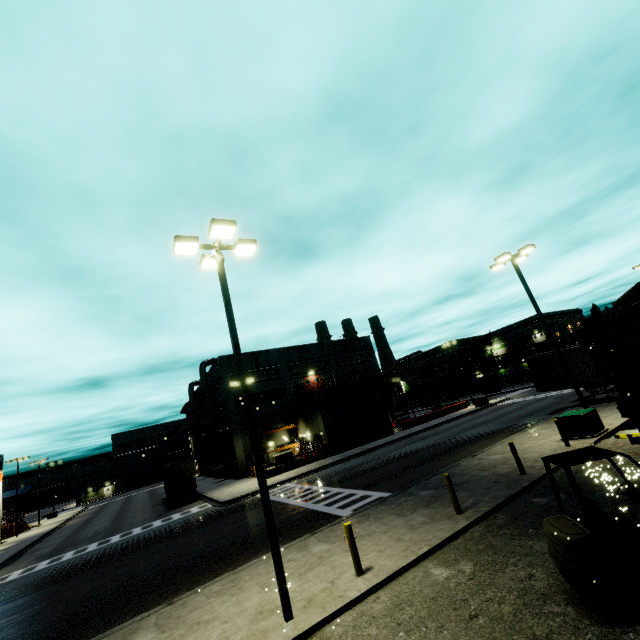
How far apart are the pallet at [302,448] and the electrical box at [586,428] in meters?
25.4 m

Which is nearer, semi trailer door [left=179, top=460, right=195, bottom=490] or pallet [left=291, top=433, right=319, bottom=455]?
semi trailer door [left=179, top=460, right=195, bottom=490]

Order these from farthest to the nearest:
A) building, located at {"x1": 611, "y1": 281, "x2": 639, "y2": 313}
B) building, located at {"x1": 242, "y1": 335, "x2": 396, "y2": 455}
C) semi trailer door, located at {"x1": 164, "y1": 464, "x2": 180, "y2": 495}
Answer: building, located at {"x1": 242, "y1": 335, "x2": 396, "y2": 455} < semi trailer door, located at {"x1": 164, "y1": 464, "x2": 180, "y2": 495} < building, located at {"x1": 611, "y1": 281, "x2": 639, "y2": 313}

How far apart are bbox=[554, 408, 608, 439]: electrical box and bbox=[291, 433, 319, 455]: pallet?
25.4m

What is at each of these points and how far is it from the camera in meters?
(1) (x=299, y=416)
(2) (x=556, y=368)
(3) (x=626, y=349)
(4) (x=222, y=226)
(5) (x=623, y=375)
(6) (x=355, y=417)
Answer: (1) building, 43.2
(2) semi trailer, 24.0
(3) pallet, 6.8
(4) light, 9.0
(5) forklift, 6.0
(6) roll-up door, 38.3

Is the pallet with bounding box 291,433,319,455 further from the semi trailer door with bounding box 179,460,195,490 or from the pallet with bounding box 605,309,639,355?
the pallet with bounding box 605,309,639,355

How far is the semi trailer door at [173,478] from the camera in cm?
3041

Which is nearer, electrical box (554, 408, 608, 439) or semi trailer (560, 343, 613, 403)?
electrical box (554, 408, 608, 439)
